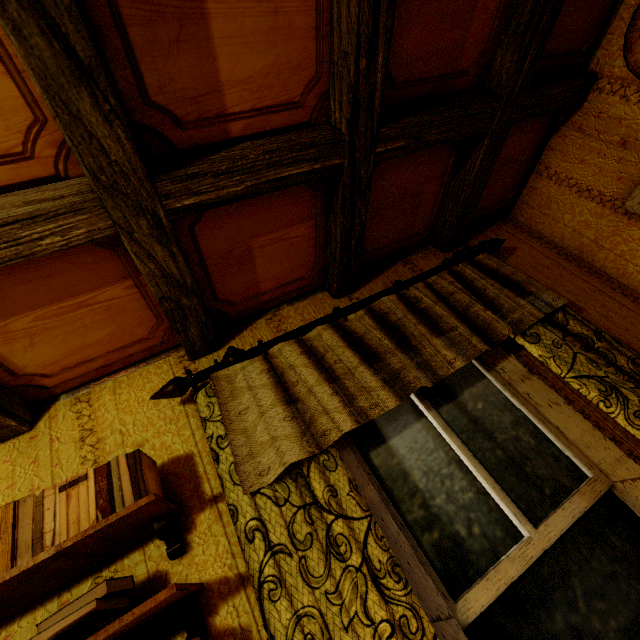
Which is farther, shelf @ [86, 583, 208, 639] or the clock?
the clock

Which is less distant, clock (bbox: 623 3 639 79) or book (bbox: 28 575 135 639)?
book (bbox: 28 575 135 639)

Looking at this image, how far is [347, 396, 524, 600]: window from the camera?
1.16m

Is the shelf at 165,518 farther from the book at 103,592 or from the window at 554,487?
the window at 554,487

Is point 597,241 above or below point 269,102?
below

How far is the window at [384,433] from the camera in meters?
1.2

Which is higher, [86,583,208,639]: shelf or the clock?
the clock
